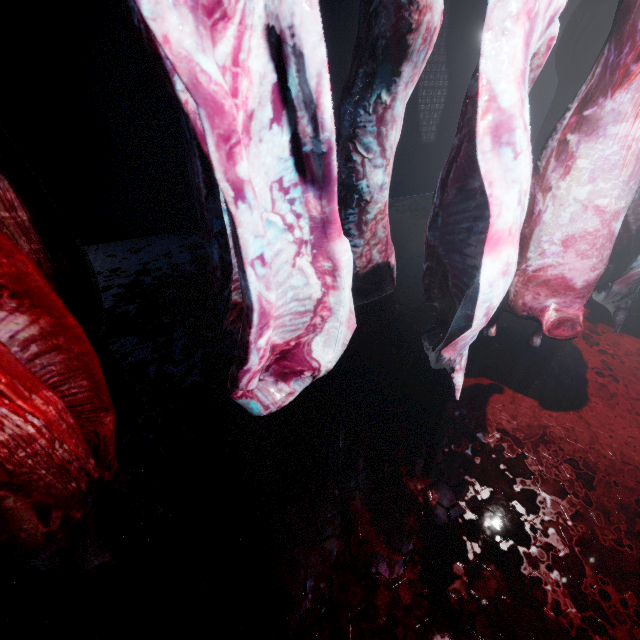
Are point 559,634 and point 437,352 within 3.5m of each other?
yes
